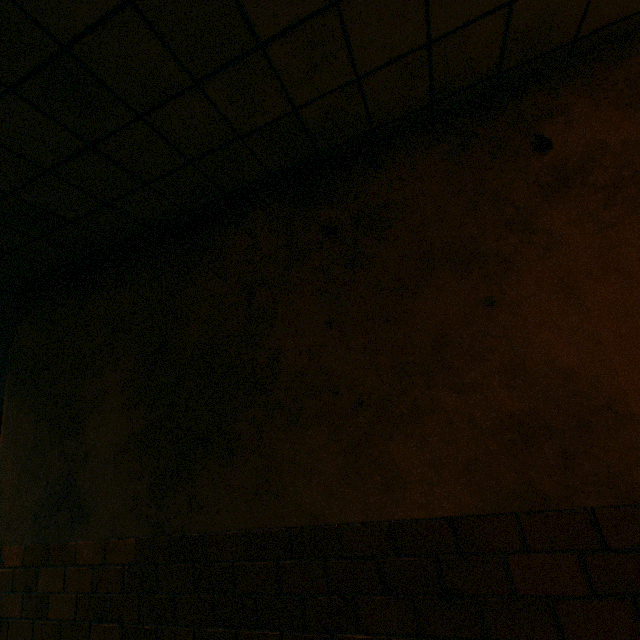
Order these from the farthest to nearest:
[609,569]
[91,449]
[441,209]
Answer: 1. [91,449]
2. [441,209]
3. [609,569]
